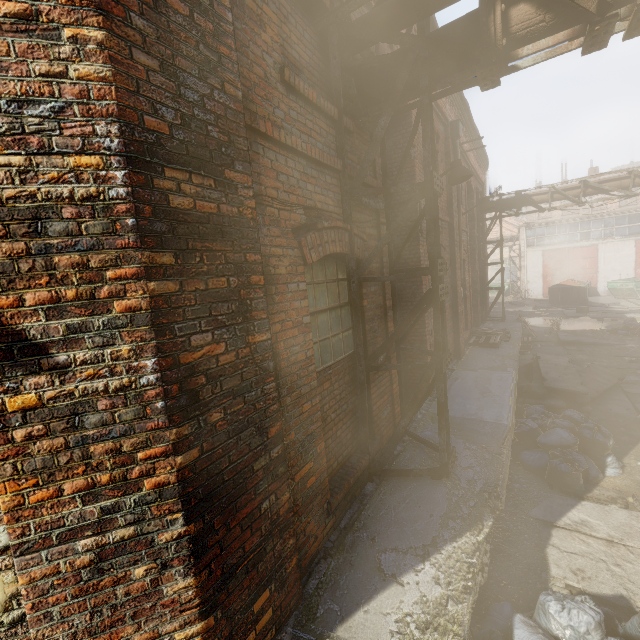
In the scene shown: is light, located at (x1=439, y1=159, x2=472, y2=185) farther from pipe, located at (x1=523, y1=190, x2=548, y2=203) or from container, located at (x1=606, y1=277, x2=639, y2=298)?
container, located at (x1=606, y1=277, x2=639, y2=298)

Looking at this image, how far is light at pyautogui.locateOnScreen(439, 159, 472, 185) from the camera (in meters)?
5.75

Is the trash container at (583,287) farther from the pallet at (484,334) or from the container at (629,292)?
the pallet at (484,334)

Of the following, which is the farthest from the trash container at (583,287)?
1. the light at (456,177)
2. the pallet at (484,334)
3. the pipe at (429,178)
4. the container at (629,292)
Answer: the light at (456,177)

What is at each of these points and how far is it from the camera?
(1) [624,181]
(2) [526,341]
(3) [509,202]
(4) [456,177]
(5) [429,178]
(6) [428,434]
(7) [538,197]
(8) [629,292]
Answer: (1) pipe, 11.6 meters
(2) pallet, 12.7 meters
(3) pipe, 13.6 meters
(4) light, 5.8 meters
(5) pipe, 3.7 meters
(6) building, 5.2 meters
(7) pipe, 13.1 meters
(8) container, 22.8 meters

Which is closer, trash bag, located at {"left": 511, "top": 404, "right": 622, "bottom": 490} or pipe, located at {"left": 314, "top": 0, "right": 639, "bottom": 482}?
pipe, located at {"left": 314, "top": 0, "right": 639, "bottom": 482}

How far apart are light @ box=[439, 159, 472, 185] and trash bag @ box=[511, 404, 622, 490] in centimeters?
403cm

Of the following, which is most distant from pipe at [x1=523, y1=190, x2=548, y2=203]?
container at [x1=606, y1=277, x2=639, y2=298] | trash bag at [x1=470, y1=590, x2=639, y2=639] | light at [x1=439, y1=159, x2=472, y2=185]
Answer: container at [x1=606, y1=277, x2=639, y2=298]
